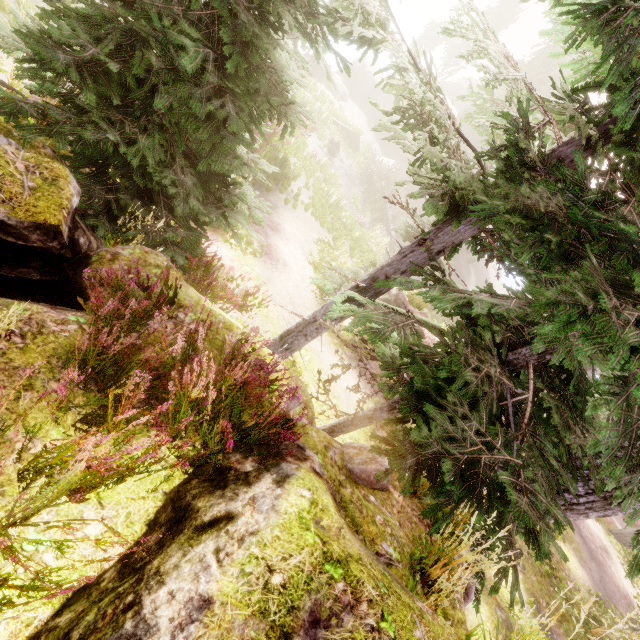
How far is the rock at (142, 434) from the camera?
2.6m

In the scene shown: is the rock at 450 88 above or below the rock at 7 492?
above

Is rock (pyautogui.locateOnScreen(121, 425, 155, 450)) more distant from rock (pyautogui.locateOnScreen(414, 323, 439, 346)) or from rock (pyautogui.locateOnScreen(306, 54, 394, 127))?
rock (pyautogui.locateOnScreen(306, 54, 394, 127))

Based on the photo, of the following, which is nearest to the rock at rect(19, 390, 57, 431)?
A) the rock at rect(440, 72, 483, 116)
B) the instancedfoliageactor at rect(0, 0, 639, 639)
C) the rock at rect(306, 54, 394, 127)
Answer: the instancedfoliageactor at rect(0, 0, 639, 639)

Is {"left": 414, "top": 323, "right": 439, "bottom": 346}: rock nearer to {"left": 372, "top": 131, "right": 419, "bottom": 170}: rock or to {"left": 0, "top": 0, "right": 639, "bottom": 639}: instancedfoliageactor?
{"left": 0, "top": 0, "right": 639, "bottom": 639}: instancedfoliageactor

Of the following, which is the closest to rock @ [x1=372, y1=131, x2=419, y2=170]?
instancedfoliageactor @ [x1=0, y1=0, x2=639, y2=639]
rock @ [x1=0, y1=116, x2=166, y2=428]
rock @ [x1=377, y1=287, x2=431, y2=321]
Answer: instancedfoliageactor @ [x1=0, y1=0, x2=639, y2=639]

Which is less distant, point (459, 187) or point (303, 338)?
point (459, 187)

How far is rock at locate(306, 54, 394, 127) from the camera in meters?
31.0 m
